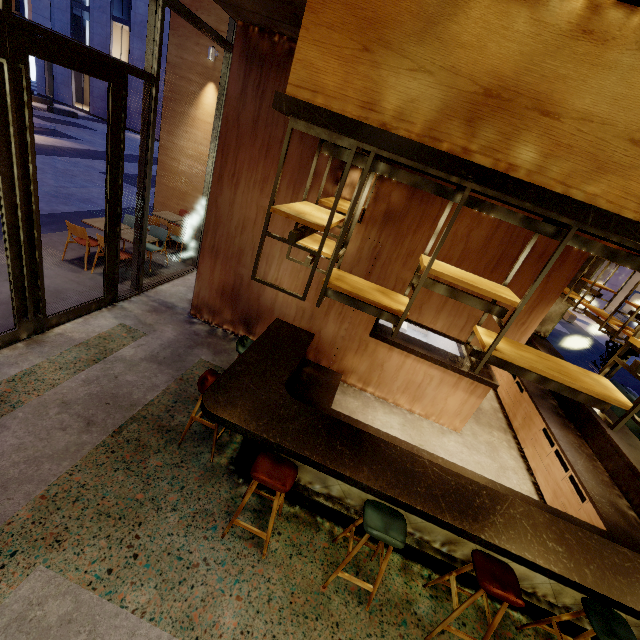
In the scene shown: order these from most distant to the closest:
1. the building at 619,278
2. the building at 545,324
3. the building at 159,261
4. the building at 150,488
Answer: the building at 619,278
the building at 545,324
the building at 159,261
the building at 150,488

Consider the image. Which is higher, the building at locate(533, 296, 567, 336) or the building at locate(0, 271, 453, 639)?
the building at locate(533, 296, 567, 336)

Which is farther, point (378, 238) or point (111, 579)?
point (378, 238)

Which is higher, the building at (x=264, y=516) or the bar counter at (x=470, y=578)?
the bar counter at (x=470, y=578)

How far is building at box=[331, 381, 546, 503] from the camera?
5.2m

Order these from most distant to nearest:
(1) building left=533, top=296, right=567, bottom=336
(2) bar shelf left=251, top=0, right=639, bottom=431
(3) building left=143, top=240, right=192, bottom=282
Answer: (1) building left=533, top=296, right=567, bottom=336, (3) building left=143, top=240, right=192, bottom=282, (2) bar shelf left=251, top=0, right=639, bottom=431

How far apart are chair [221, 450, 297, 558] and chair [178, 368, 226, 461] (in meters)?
0.59

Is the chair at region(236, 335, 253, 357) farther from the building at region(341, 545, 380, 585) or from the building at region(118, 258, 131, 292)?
the building at region(118, 258, 131, 292)
